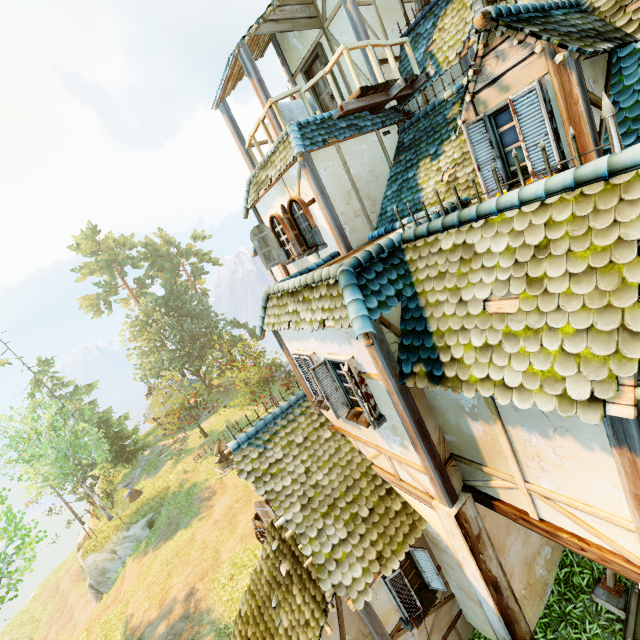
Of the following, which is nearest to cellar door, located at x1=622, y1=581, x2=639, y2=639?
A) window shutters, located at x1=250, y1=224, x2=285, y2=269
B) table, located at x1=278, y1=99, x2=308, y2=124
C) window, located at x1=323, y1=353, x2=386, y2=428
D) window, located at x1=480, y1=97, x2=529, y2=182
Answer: window, located at x1=323, y1=353, x2=386, y2=428

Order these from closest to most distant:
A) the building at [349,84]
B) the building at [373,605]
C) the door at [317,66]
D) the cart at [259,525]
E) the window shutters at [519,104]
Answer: the building at [373,605]
the window shutters at [519,104]
the building at [349,84]
the door at [317,66]
the cart at [259,525]

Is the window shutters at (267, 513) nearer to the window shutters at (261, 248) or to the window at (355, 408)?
the window at (355, 408)

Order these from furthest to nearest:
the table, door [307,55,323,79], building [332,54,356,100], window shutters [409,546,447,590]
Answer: door [307,55,323,79] → building [332,54,356,100] → the table → window shutters [409,546,447,590]

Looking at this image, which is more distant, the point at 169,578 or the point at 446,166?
the point at 169,578

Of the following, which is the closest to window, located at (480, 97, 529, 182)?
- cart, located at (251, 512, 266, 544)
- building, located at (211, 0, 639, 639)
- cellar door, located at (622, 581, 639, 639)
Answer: building, located at (211, 0, 639, 639)

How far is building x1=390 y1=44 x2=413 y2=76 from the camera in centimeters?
877cm
